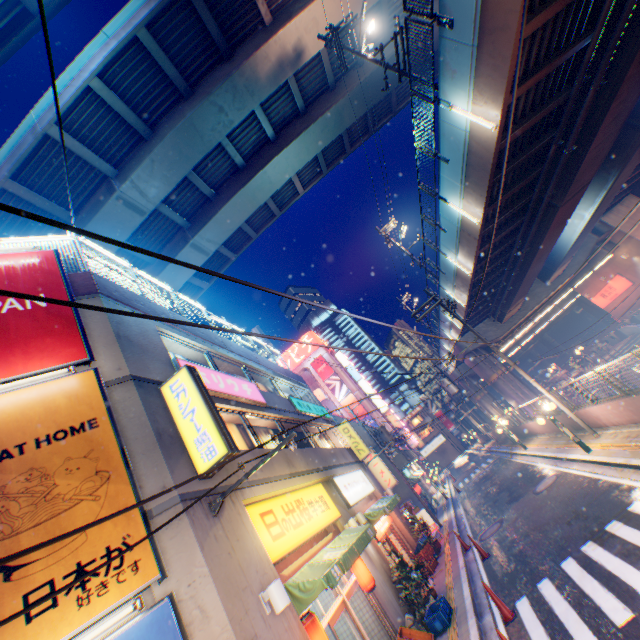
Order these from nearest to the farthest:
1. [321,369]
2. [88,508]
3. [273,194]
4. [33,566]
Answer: [33,566] < [88,508] < [273,194] < [321,369]

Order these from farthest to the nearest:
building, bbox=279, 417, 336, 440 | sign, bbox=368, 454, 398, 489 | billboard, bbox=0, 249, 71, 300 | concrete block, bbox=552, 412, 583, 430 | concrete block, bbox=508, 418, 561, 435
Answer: sign, bbox=368, 454, 398, 489
concrete block, bbox=508, 418, 561, 435
concrete block, bbox=552, 412, 583, 430
building, bbox=279, 417, 336, 440
billboard, bbox=0, 249, 71, 300

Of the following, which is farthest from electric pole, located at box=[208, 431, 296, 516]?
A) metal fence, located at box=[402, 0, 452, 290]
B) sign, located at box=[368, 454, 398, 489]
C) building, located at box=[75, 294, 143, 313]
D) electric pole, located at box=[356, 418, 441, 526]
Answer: sign, located at box=[368, 454, 398, 489]

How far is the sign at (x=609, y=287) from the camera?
32.0 meters

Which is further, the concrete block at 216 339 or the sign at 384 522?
the sign at 384 522

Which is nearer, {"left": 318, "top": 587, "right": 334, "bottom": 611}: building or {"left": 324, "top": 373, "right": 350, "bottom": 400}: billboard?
{"left": 318, "top": 587, "right": 334, "bottom": 611}: building

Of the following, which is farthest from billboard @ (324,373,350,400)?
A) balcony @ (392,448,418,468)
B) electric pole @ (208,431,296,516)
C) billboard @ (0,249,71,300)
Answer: billboard @ (0,249,71,300)

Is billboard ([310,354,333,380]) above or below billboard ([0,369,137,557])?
above
